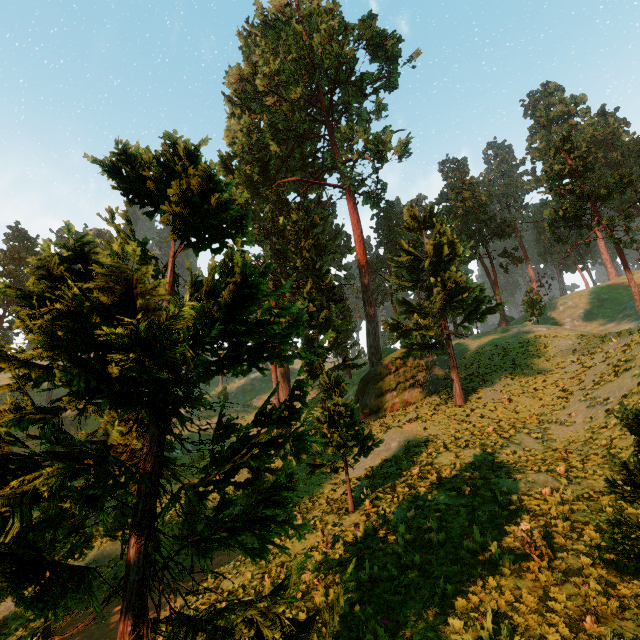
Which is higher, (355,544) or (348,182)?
(348,182)

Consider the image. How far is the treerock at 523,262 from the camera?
44.91m

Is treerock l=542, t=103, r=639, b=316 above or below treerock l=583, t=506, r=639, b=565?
above

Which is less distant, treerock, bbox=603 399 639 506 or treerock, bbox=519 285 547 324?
treerock, bbox=603 399 639 506

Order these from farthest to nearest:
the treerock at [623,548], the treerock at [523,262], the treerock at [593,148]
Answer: the treerock at [523,262] → the treerock at [593,148] → the treerock at [623,548]
